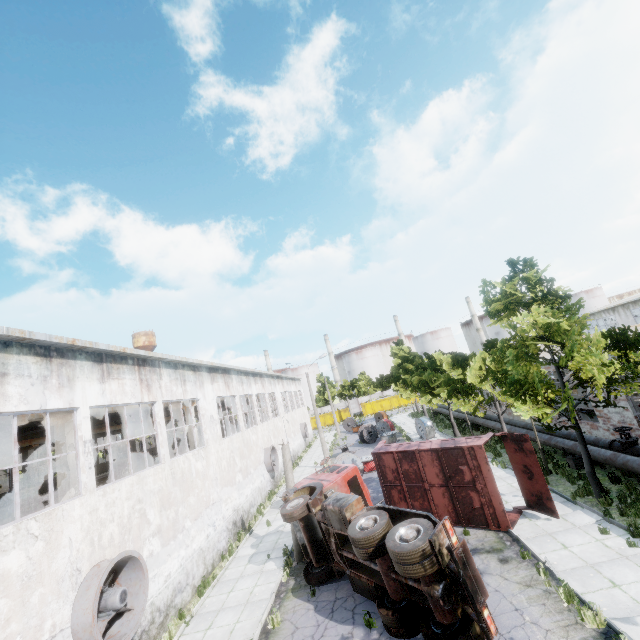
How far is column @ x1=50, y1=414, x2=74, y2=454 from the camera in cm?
1252

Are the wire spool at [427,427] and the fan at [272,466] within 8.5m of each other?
no

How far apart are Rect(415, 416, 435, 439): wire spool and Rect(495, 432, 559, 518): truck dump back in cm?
1679

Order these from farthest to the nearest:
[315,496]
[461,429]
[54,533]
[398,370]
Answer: [398,370] → [461,429] → [315,496] → [54,533]

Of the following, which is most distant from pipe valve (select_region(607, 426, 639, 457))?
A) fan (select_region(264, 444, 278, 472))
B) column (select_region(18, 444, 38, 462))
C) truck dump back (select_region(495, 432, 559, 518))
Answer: Result: column (select_region(18, 444, 38, 462))

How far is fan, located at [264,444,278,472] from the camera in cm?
2564

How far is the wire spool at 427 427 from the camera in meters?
29.9 m

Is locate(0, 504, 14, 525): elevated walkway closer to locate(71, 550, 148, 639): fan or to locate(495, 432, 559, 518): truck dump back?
locate(71, 550, 148, 639): fan
